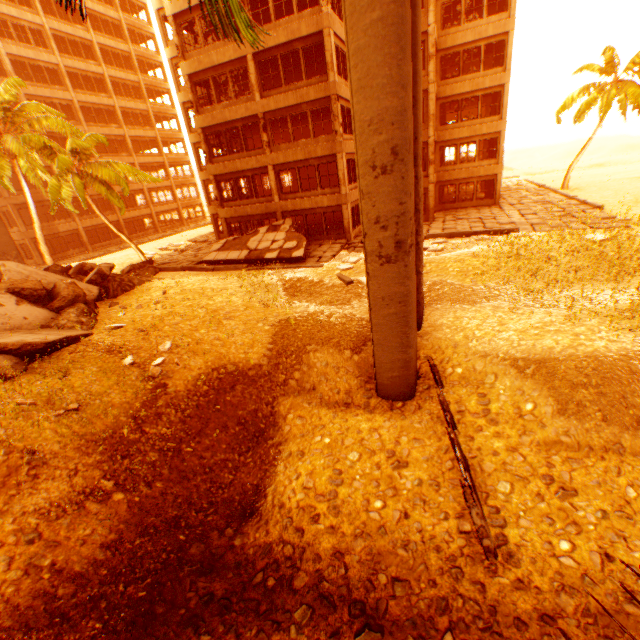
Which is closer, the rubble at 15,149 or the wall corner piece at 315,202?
the rubble at 15,149

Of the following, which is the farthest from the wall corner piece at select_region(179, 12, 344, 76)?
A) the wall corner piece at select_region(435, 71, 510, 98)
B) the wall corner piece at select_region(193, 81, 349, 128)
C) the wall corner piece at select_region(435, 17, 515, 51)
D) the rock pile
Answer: the rock pile

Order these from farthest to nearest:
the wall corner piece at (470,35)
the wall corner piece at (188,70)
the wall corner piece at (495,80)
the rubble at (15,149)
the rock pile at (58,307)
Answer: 1. the wall corner piece at (495,80)
2. the wall corner piece at (470,35)
3. the wall corner piece at (188,70)
4. the rubble at (15,149)
5. the rock pile at (58,307)

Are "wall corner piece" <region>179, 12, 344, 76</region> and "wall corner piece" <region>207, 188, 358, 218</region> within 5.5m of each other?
no

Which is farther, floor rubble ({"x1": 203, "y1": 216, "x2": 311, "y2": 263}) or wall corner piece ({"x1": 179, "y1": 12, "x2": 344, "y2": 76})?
floor rubble ({"x1": 203, "y1": 216, "x2": 311, "y2": 263})

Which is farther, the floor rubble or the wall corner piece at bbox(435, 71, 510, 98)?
the wall corner piece at bbox(435, 71, 510, 98)

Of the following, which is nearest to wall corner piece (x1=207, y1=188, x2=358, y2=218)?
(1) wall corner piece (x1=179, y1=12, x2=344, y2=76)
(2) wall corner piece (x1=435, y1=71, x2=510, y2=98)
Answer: (2) wall corner piece (x1=435, y1=71, x2=510, y2=98)

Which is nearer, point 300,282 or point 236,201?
point 300,282
